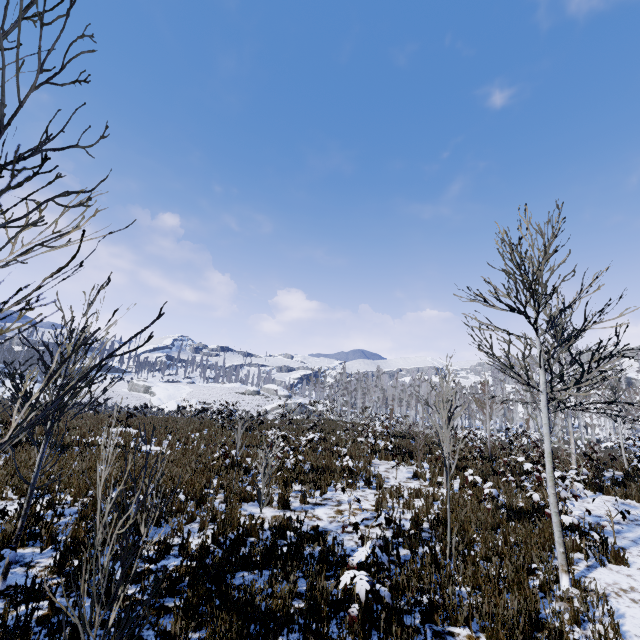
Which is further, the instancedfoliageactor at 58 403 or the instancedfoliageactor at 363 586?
the instancedfoliageactor at 363 586

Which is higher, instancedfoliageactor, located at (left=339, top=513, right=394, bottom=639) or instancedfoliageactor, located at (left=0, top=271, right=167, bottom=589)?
instancedfoliageactor, located at (left=0, top=271, right=167, bottom=589)

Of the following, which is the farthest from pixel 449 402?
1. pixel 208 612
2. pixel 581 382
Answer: pixel 208 612

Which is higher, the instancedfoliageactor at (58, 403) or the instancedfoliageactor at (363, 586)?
the instancedfoliageactor at (58, 403)

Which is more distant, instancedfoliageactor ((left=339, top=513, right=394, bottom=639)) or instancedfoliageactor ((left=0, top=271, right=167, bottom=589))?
instancedfoliageactor ((left=339, top=513, right=394, bottom=639))
